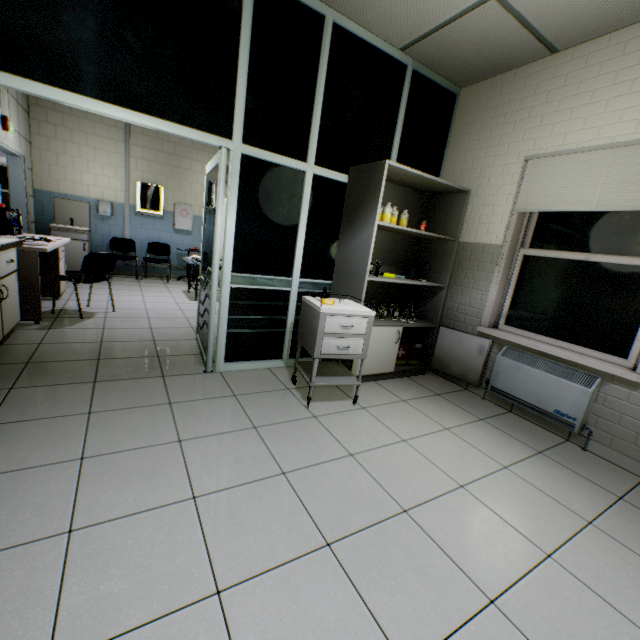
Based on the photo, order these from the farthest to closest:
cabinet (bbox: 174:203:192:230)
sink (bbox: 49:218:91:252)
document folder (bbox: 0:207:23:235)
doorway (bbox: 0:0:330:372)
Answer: cabinet (bbox: 174:203:192:230) < sink (bbox: 49:218:91:252) < document folder (bbox: 0:207:23:235) < doorway (bbox: 0:0:330:372)

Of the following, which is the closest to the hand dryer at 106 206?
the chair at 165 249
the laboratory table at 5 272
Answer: the chair at 165 249

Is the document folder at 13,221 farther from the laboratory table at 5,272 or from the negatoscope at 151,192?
the negatoscope at 151,192

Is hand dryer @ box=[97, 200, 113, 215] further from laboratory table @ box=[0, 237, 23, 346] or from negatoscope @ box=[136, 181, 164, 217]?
laboratory table @ box=[0, 237, 23, 346]

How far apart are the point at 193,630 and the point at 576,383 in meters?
3.0 m

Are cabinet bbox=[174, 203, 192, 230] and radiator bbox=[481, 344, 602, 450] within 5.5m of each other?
no

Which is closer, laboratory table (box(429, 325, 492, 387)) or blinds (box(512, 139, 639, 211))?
blinds (box(512, 139, 639, 211))

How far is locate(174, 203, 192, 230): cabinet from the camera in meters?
7.5 m
